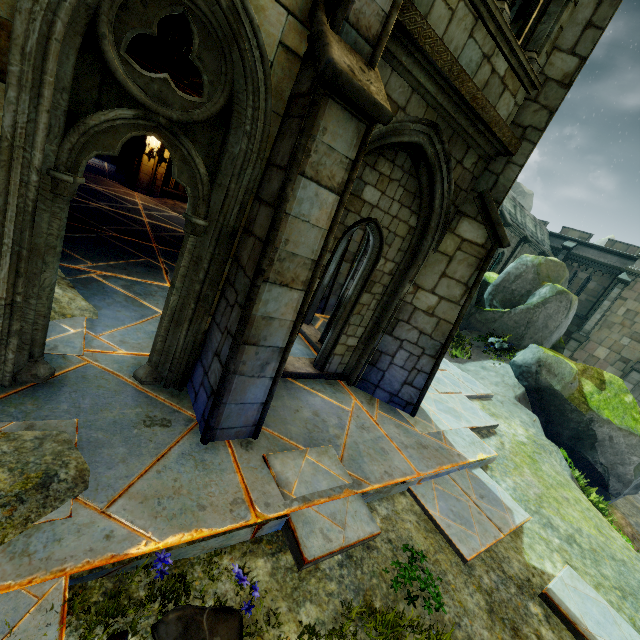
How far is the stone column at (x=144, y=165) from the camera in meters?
13.7 m

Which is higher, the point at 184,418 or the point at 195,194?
the point at 195,194

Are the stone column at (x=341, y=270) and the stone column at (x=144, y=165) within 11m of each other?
yes

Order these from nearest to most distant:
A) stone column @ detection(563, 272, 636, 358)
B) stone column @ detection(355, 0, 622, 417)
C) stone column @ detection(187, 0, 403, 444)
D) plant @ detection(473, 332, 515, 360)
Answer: stone column @ detection(187, 0, 403, 444)
stone column @ detection(355, 0, 622, 417)
plant @ detection(473, 332, 515, 360)
stone column @ detection(563, 272, 636, 358)

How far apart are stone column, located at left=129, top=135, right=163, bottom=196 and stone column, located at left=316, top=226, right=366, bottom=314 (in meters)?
9.54

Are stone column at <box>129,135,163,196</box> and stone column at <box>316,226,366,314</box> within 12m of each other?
yes

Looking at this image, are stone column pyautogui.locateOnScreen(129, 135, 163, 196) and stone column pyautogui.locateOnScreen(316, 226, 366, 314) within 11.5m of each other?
yes

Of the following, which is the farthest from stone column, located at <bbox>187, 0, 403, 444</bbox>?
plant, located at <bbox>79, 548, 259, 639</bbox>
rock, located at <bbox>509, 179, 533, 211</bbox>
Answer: rock, located at <bbox>509, 179, 533, 211</bbox>
